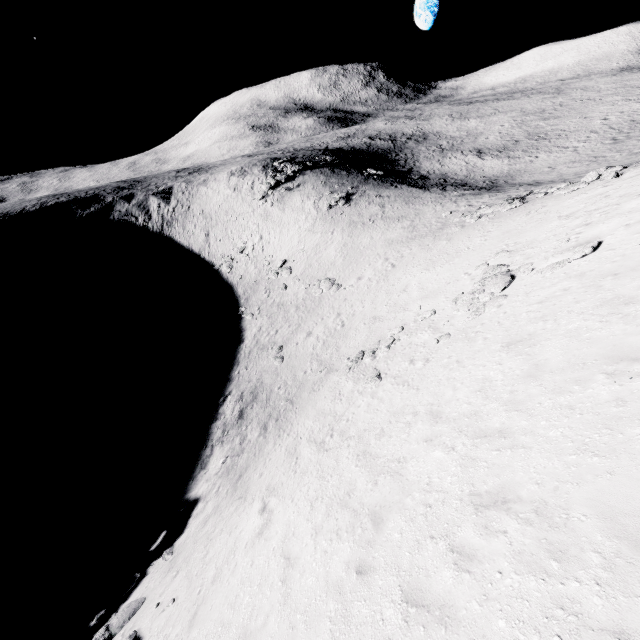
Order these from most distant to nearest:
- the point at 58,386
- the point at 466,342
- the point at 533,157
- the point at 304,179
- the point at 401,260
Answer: the point at 304,179, the point at 533,157, the point at 58,386, the point at 401,260, the point at 466,342

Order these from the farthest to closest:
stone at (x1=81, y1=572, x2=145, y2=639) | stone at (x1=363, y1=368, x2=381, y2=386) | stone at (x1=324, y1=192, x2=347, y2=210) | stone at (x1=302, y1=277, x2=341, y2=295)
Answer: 1. stone at (x1=324, y1=192, x2=347, y2=210)
2. stone at (x1=302, y1=277, x2=341, y2=295)
3. stone at (x1=363, y1=368, x2=381, y2=386)
4. stone at (x1=81, y1=572, x2=145, y2=639)

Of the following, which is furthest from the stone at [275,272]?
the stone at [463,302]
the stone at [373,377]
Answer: the stone at [463,302]

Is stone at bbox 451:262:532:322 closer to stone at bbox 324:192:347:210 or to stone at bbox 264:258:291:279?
stone at bbox 264:258:291:279

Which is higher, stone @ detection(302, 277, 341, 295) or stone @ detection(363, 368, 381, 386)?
stone @ detection(363, 368, 381, 386)

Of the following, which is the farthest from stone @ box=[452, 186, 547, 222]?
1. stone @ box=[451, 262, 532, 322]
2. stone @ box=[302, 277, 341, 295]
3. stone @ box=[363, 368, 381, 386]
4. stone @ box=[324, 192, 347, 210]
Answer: stone @ box=[324, 192, 347, 210]

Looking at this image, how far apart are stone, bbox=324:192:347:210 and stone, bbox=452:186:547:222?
22.1 meters

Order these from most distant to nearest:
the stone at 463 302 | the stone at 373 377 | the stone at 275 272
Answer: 1. the stone at 275 272
2. the stone at 373 377
3. the stone at 463 302
